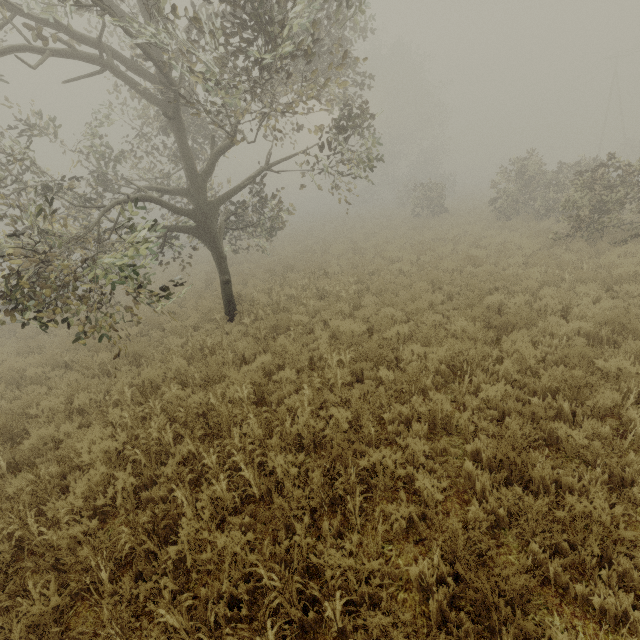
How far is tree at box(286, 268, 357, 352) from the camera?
8.2m

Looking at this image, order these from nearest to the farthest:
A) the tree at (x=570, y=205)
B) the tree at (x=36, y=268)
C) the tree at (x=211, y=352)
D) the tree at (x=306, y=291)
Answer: the tree at (x=36, y=268), the tree at (x=211, y=352), the tree at (x=306, y=291), the tree at (x=570, y=205)

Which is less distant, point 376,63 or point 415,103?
point 376,63

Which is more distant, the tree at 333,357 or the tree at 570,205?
the tree at 570,205

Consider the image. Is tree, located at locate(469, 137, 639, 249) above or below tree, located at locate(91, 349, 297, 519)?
above

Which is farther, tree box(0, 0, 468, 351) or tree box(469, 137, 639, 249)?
tree box(469, 137, 639, 249)
